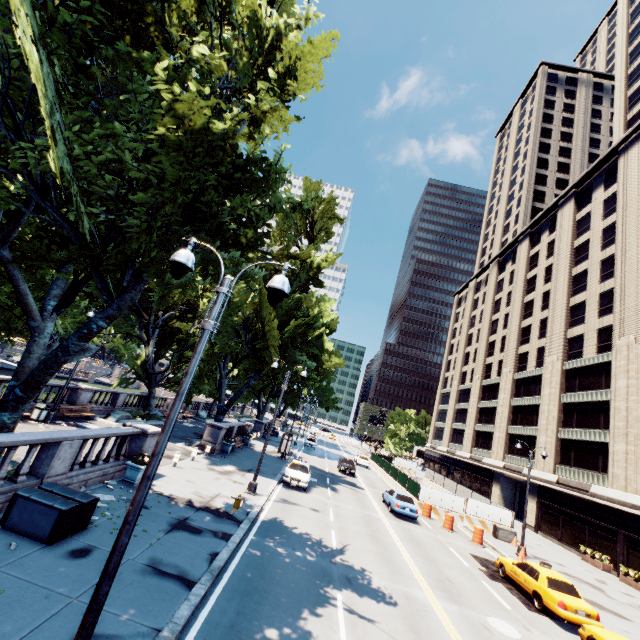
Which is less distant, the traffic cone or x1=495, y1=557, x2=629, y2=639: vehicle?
x1=495, y1=557, x2=629, y2=639: vehicle

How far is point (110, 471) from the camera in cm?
1346

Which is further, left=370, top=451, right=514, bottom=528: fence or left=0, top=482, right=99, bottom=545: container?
left=370, top=451, right=514, bottom=528: fence

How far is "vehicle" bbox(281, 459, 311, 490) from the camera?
21.86m

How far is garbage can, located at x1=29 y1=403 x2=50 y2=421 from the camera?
19.3m

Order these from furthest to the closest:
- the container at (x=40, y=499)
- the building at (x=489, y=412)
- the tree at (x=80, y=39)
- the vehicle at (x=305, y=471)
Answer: the building at (x=489, y=412)
the vehicle at (x=305, y=471)
the container at (x=40, y=499)
the tree at (x=80, y=39)

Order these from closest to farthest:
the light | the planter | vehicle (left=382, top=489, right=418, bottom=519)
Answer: the light
the planter
vehicle (left=382, top=489, right=418, bottom=519)

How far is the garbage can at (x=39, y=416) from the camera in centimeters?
1928cm
